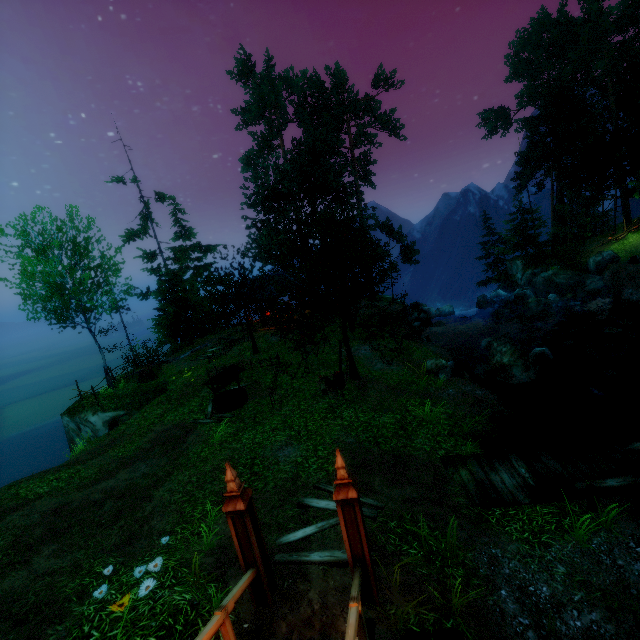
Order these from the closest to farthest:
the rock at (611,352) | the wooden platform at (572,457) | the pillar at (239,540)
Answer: the pillar at (239,540)
the wooden platform at (572,457)
the rock at (611,352)

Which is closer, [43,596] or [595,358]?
[43,596]

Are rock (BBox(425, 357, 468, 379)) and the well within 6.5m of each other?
no

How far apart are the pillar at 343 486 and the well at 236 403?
9.90m

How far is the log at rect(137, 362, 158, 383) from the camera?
19.5m

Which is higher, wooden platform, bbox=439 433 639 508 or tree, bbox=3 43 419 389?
tree, bbox=3 43 419 389

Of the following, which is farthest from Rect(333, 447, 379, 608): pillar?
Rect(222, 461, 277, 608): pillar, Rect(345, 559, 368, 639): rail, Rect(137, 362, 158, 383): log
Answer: Rect(137, 362, 158, 383): log

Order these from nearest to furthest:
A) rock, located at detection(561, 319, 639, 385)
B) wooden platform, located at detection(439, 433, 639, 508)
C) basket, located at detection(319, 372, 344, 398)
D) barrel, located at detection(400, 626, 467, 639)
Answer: barrel, located at detection(400, 626, 467, 639) < wooden platform, located at detection(439, 433, 639, 508) < basket, located at detection(319, 372, 344, 398) < rock, located at detection(561, 319, 639, 385)
